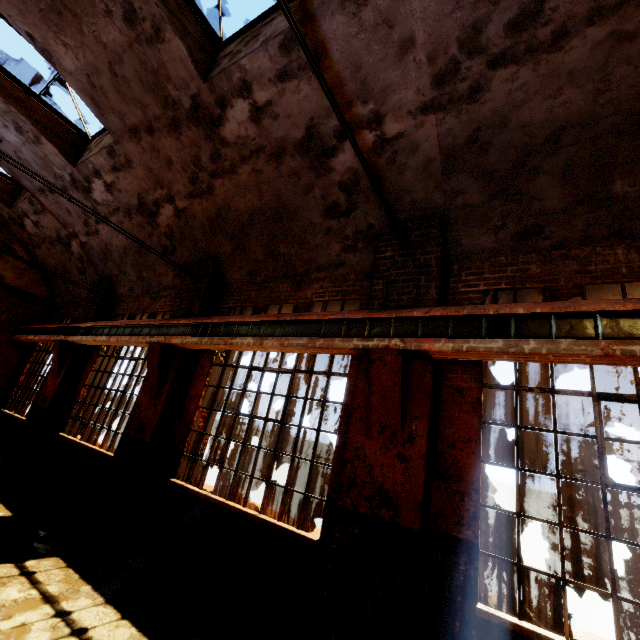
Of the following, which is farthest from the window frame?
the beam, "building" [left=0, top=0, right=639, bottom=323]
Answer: the beam

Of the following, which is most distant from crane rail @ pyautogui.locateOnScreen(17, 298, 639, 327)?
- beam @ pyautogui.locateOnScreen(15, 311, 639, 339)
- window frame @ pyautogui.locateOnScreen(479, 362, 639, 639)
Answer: window frame @ pyautogui.locateOnScreen(479, 362, 639, 639)

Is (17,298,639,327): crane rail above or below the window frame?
above

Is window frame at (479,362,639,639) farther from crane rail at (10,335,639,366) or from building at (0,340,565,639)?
crane rail at (10,335,639,366)

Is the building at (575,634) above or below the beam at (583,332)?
below

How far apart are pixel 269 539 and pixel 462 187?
5.6 meters

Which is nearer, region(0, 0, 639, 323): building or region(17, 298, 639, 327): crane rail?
region(17, 298, 639, 327): crane rail

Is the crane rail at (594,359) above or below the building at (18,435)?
above
